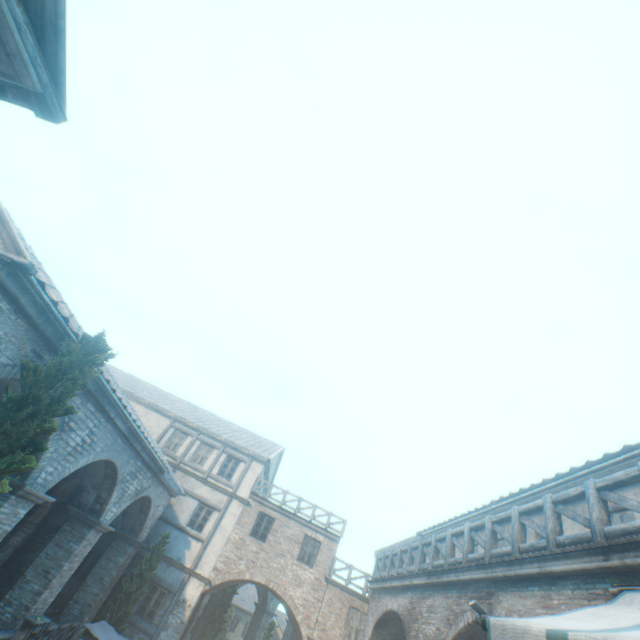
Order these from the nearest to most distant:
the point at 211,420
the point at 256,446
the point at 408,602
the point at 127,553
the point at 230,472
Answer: the point at 408,602 < the point at 127,553 < the point at 230,472 < the point at 256,446 < the point at 211,420

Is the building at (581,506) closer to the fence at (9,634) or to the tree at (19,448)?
the tree at (19,448)

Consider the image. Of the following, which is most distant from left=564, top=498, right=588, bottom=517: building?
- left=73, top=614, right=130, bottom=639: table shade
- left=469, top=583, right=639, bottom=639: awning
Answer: left=73, top=614, right=130, bottom=639: table shade

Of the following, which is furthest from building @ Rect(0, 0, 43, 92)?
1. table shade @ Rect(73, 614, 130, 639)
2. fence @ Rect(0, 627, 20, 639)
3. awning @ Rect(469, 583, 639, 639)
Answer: fence @ Rect(0, 627, 20, 639)

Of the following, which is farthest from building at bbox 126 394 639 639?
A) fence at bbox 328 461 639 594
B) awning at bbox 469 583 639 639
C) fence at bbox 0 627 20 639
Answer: awning at bbox 469 583 639 639

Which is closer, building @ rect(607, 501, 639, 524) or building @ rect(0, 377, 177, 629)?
building @ rect(607, 501, 639, 524)

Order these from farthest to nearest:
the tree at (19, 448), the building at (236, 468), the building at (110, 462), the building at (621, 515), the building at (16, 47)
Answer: the building at (236, 468), the building at (110, 462), the building at (621, 515), the tree at (19, 448), the building at (16, 47)

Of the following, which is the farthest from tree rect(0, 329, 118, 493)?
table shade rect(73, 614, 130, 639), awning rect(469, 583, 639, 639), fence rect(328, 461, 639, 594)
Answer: fence rect(328, 461, 639, 594)
